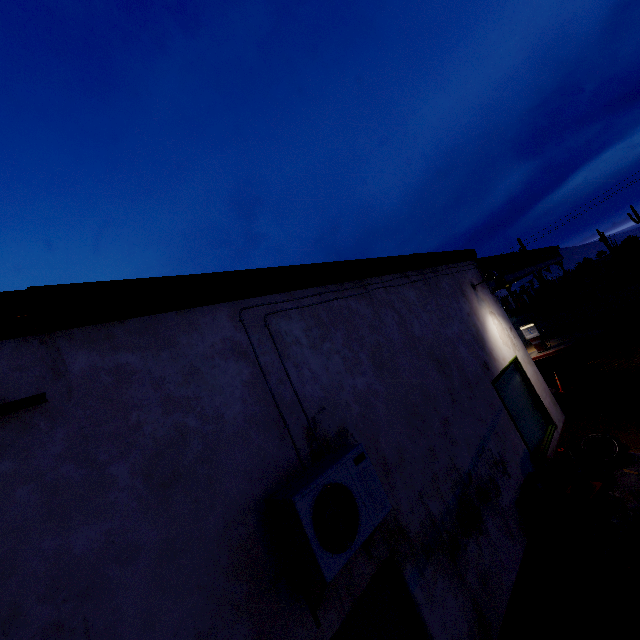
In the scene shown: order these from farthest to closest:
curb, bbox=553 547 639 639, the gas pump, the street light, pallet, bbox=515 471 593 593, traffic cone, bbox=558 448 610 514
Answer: the gas pump < the street light < traffic cone, bbox=558 448 610 514 < pallet, bbox=515 471 593 593 < curb, bbox=553 547 639 639

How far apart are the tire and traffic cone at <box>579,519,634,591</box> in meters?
1.7 m

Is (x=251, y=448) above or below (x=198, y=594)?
above

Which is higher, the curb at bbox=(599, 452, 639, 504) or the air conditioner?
the air conditioner

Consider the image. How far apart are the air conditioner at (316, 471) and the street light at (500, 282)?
5.2m

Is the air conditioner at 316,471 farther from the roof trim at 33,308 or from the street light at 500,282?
the street light at 500,282

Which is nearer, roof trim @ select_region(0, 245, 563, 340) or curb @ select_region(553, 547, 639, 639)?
roof trim @ select_region(0, 245, 563, 340)

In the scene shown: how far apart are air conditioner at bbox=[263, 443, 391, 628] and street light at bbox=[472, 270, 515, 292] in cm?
520
